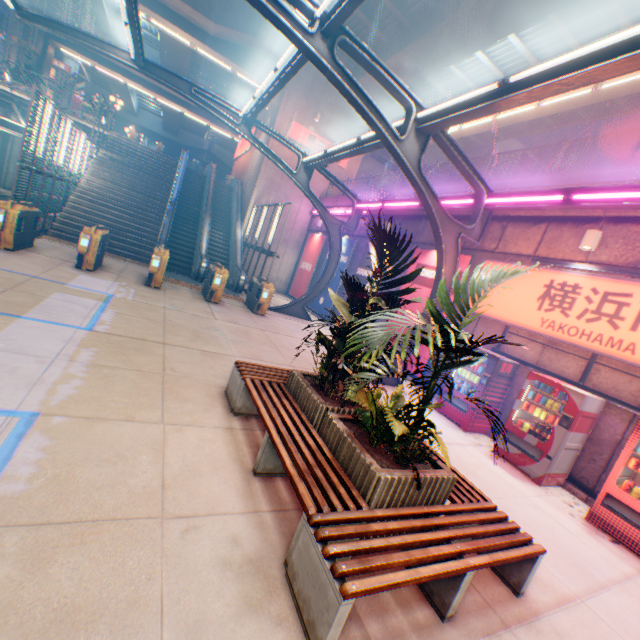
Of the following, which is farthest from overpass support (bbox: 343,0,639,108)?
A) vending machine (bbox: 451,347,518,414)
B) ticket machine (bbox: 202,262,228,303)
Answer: ticket machine (bbox: 202,262,228,303)

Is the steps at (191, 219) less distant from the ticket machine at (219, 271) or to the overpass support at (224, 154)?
the ticket machine at (219, 271)

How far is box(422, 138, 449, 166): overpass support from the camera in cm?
2500

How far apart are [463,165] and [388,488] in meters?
8.3 m

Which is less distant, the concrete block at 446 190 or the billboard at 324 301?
the concrete block at 446 190

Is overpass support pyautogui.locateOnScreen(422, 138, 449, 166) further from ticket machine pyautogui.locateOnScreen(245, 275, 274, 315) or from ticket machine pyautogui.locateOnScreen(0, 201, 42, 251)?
ticket machine pyautogui.locateOnScreen(245, 275, 274, 315)

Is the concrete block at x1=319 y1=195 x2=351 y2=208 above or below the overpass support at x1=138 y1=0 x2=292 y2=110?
below

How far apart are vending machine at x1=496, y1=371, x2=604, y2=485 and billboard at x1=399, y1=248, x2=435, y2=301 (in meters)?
3.41
